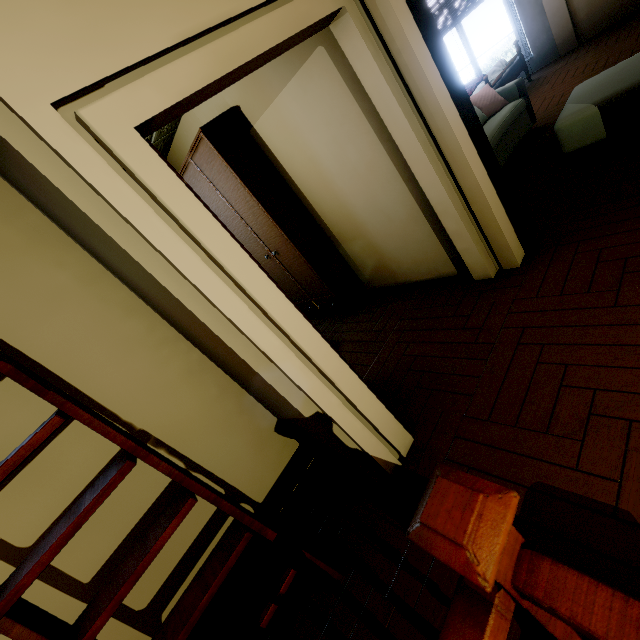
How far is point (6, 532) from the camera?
1.49m

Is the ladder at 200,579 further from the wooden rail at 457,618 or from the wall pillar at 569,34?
the wall pillar at 569,34

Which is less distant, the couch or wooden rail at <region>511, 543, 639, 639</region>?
wooden rail at <region>511, 543, 639, 639</region>

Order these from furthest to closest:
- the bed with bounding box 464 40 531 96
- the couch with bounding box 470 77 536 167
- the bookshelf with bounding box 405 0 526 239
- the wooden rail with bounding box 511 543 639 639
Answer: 1. the bed with bounding box 464 40 531 96
2. the couch with bounding box 470 77 536 167
3. the bookshelf with bounding box 405 0 526 239
4. the wooden rail with bounding box 511 543 639 639

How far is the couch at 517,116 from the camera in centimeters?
394cm

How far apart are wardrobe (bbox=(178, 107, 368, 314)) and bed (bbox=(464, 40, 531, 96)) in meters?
4.1

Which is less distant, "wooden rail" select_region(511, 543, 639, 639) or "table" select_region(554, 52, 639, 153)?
"wooden rail" select_region(511, 543, 639, 639)

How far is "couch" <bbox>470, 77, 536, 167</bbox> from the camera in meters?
3.9
